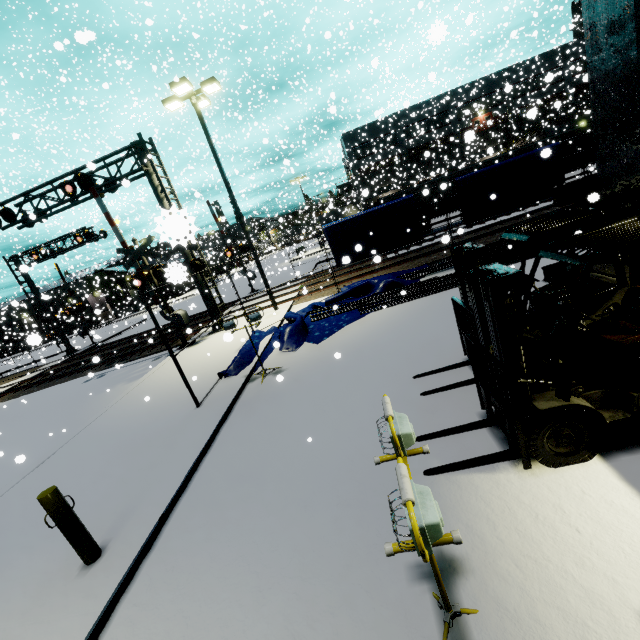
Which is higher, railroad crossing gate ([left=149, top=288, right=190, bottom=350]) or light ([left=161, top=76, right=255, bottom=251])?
light ([left=161, top=76, right=255, bottom=251])

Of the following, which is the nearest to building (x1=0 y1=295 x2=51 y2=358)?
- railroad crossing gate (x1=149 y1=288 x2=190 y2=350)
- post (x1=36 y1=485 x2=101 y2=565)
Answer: post (x1=36 y1=485 x2=101 y2=565)

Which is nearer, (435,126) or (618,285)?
(618,285)

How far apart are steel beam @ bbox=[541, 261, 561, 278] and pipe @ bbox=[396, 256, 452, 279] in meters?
1.5 m

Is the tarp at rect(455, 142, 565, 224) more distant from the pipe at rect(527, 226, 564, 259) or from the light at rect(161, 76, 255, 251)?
the light at rect(161, 76, 255, 251)

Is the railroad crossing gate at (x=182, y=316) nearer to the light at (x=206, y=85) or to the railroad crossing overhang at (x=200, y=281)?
the railroad crossing overhang at (x=200, y=281)

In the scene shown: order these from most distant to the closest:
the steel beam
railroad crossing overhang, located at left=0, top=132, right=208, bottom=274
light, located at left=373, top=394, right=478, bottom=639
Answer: the steel beam < railroad crossing overhang, located at left=0, top=132, right=208, bottom=274 < light, located at left=373, top=394, right=478, bottom=639

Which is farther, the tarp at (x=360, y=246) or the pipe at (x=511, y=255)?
the tarp at (x=360, y=246)
